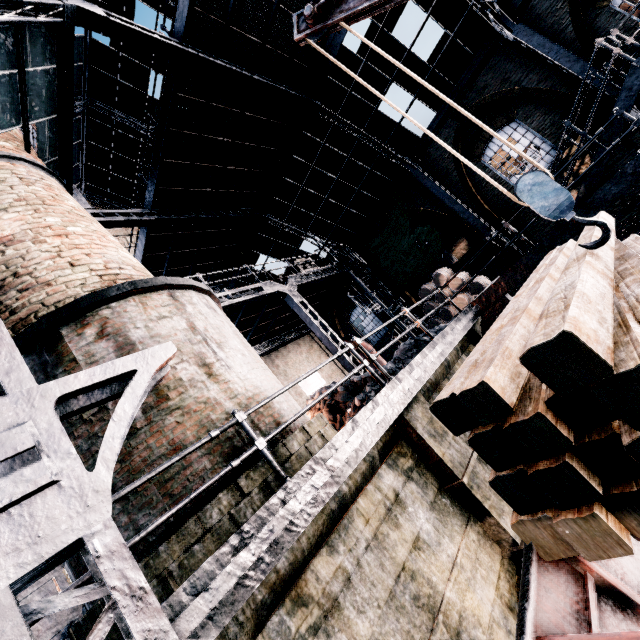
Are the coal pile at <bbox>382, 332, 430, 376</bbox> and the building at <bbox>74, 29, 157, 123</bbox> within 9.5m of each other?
no

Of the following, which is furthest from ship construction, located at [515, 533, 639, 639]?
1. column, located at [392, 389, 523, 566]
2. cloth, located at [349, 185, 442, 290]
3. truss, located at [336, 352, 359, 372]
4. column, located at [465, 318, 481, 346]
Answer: cloth, located at [349, 185, 442, 290]

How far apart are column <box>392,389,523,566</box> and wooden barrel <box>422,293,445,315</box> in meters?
9.8 m

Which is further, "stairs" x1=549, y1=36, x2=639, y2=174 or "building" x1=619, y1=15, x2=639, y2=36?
"building" x1=619, y1=15, x2=639, y2=36

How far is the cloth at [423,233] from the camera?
17.0 meters

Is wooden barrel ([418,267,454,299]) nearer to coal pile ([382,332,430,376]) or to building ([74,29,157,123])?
coal pile ([382,332,430,376])

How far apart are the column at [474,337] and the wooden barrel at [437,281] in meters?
4.4

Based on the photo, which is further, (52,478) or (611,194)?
(611,194)
